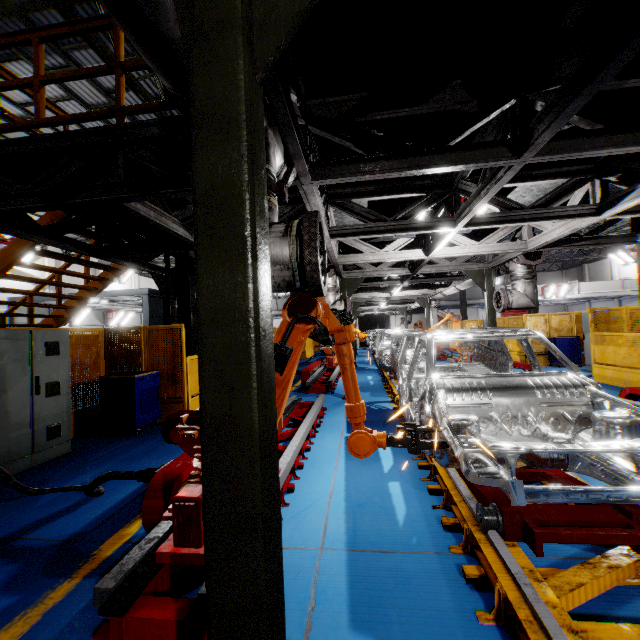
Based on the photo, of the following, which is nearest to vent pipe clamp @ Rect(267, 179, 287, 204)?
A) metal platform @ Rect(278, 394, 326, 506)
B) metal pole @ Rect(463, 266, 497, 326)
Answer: metal platform @ Rect(278, 394, 326, 506)

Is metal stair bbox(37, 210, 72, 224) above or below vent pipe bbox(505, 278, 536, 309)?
above

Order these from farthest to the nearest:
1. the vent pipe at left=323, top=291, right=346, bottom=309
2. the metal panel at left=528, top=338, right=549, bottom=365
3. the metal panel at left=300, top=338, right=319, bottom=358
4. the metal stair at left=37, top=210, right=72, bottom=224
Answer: the metal panel at left=300, top=338, right=319, bottom=358 → the metal panel at left=528, top=338, right=549, bottom=365 → the vent pipe at left=323, top=291, right=346, bottom=309 → the metal stair at left=37, top=210, right=72, bottom=224

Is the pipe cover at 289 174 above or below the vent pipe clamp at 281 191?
above

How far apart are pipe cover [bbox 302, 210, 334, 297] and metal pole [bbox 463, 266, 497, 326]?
7.31m

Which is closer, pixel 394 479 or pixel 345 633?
pixel 345 633

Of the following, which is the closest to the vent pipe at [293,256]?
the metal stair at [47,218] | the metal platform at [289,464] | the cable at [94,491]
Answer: the metal platform at [289,464]

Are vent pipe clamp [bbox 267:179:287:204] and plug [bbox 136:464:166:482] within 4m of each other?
yes
